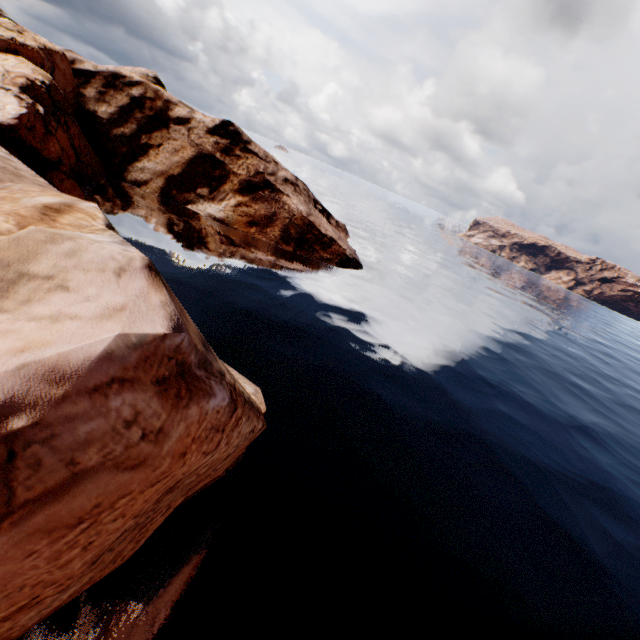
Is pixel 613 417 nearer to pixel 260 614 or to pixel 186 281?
pixel 260 614
